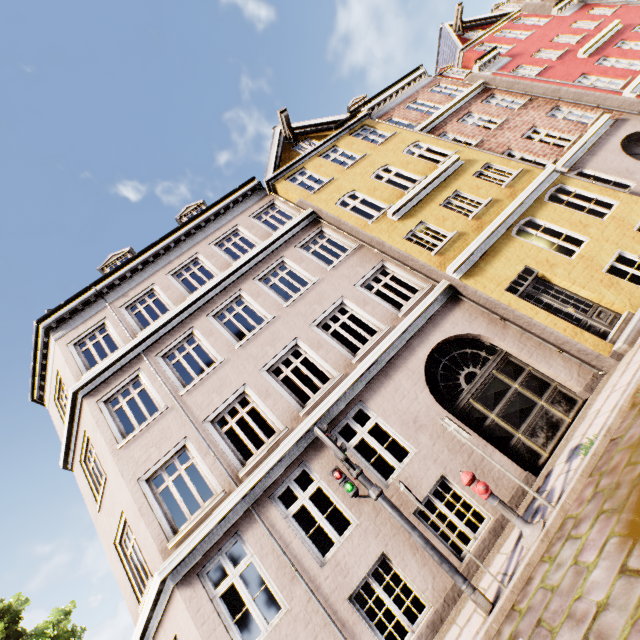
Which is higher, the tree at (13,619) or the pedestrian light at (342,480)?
the tree at (13,619)

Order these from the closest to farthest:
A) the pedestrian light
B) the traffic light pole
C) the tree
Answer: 1. the traffic light pole
2. the pedestrian light
3. the tree

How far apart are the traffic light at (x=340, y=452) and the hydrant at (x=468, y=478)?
1.6m

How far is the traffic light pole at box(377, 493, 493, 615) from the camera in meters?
4.4 m

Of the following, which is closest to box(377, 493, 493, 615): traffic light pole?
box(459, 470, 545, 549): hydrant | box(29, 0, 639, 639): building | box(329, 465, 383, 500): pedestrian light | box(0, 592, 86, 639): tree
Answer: box(329, 465, 383, 500): pedestrian light

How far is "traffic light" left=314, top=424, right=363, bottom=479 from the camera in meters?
5.5 m

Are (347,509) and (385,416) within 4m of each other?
yes

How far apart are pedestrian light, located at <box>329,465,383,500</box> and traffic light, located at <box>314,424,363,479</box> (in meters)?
0.06
